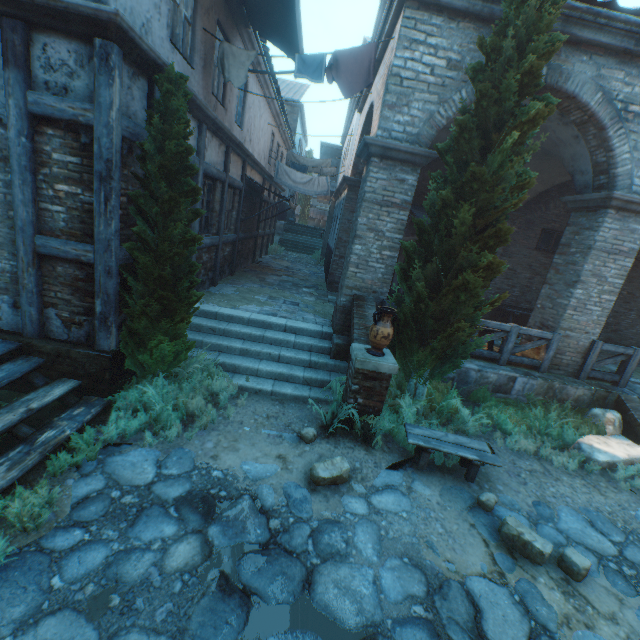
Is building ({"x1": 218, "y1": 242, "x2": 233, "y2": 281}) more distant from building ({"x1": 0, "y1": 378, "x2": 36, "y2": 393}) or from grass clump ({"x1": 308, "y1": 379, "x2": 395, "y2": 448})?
grass clump ({"x1": 308, "y1": 379, "x2": 395, "y2": 448})

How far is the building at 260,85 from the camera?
9.3m

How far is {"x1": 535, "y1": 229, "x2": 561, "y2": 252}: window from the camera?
12.0 meters

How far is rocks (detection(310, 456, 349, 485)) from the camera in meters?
4.2 m

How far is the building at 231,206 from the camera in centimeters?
973cm

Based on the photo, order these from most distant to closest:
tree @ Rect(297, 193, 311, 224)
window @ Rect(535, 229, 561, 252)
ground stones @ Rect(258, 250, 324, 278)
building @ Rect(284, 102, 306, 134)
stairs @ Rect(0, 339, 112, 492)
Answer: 1. tree @ Rect(297, 193, 311, 224)
2. building @ Rect(284, 102, 306, 134)
3. ground stones @ Rect(258, 250, 324, 278)
4. window @ Rect(535, 229, 561, 252)
5. stairs @ Rect(0, 339, 112, 492)

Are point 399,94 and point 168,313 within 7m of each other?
yes

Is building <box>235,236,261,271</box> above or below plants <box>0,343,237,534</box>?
above
